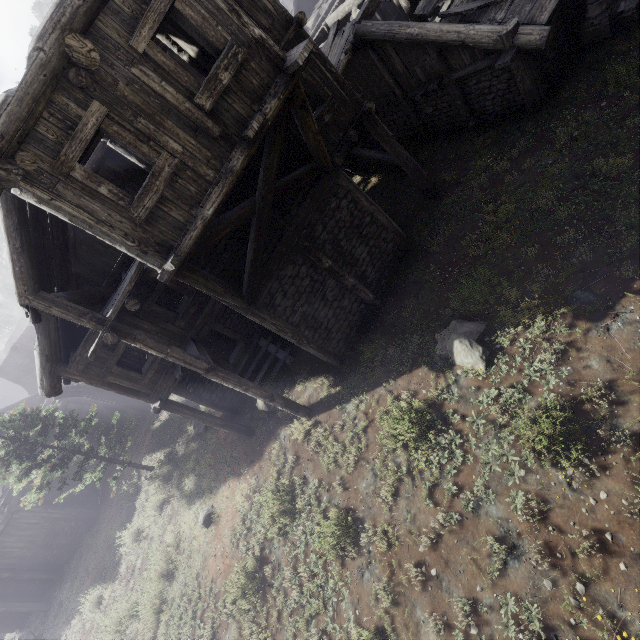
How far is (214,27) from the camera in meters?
5.6

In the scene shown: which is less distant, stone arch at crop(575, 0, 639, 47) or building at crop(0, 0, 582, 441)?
building at crop(0, 0, 582, 441)

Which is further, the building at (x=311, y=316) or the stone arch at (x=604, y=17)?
the stone arch at (x=604, y=17)

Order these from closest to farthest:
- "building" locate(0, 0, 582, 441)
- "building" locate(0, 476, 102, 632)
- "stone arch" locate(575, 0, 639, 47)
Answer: "building" locate(0, 0, 582, 441), "stone arch" locate(575, 0, 639, 47), "building" locate(0, 476, 102, 632)

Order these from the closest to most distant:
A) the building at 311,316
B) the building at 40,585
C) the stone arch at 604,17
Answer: the building at 311,316, the stone arch at 604,17, the building at 40,585

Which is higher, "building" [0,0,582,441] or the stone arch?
"building" [0,0,582,441]
